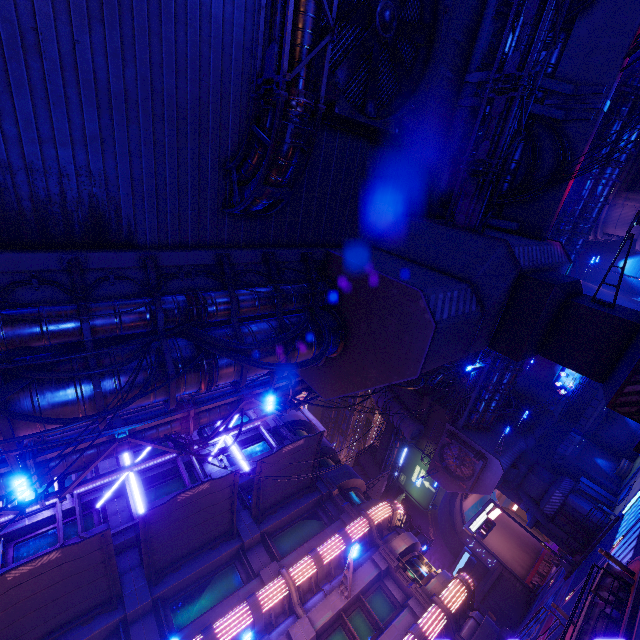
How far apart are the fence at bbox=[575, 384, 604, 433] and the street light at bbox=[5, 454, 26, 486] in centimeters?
4439cm

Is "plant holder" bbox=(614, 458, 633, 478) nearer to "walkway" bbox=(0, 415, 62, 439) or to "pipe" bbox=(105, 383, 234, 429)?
"pipe" bbox=(105, 383, 234, 429)

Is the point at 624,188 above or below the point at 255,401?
below

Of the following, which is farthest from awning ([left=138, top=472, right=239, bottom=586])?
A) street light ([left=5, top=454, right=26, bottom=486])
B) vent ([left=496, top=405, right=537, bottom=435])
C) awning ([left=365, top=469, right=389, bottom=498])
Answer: vent ([left=496, top=405, right=537, bottom=435])

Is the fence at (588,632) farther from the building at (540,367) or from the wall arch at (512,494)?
the building at (540,367)

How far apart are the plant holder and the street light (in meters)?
42.78

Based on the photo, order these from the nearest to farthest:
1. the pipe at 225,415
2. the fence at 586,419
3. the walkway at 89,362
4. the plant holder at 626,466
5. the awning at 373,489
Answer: the walkway at 89,362 → the pipe at 225,415 → the awning at 373,489 → the plant holder at 626,466 → the fence at 586,419

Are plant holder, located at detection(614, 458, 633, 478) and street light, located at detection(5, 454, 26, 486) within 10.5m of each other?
no
